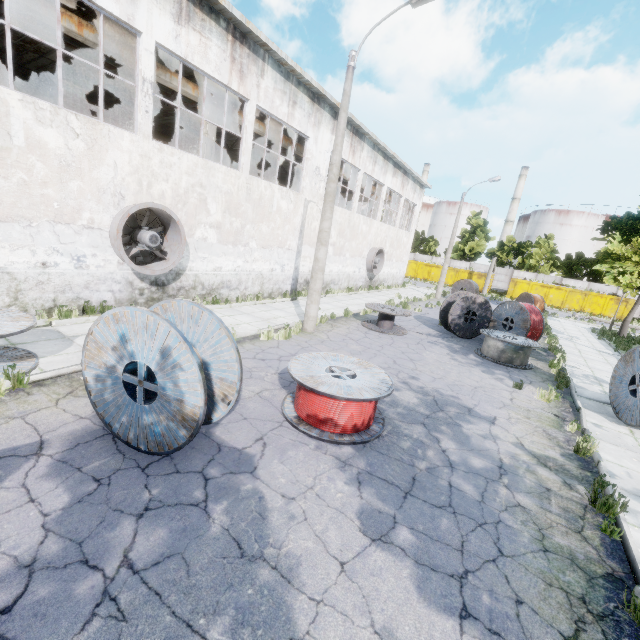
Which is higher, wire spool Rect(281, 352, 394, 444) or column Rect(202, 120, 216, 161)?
column Rect(202, 120, 216, 161)

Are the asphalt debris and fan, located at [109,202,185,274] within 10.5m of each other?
no

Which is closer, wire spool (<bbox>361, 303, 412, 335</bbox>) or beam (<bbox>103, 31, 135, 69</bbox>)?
beam (<bbox>103, 31, 135, 69</bbox>)

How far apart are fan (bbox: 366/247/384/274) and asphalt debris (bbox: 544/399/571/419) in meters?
16.1

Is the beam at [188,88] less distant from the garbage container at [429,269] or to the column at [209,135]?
the column at [209,135]

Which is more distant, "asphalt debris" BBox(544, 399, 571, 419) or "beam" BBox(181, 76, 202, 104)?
"beam" BBox(181, 76, 202, 104)

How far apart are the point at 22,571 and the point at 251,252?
12.78m

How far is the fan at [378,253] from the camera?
24.3 meters
